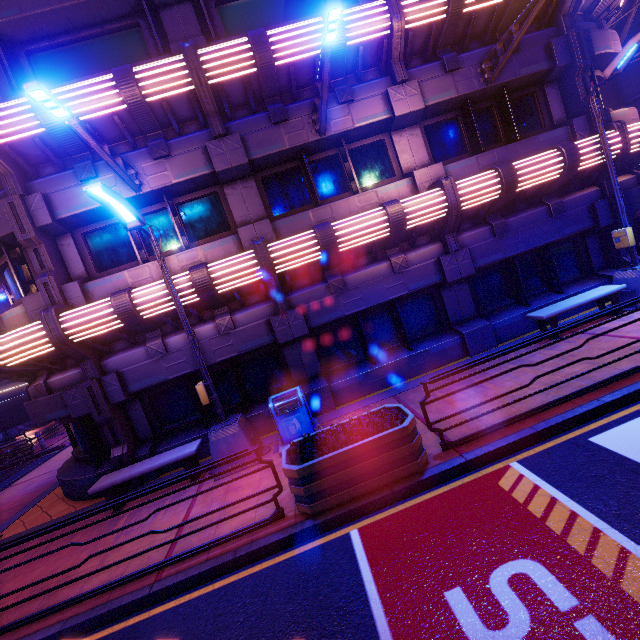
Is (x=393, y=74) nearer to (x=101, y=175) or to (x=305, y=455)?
(x=101, y=175)

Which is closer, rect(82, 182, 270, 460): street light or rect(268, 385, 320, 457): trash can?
rect(82, 182, 270, 460): street light

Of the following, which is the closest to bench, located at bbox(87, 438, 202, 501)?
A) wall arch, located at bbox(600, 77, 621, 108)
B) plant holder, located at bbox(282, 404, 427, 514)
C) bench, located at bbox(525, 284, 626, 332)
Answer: plant holder, located at bbox(282, 404, 427, 514)

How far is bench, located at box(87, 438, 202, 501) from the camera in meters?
7.2

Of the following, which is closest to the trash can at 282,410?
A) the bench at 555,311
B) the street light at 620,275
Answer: the bench at 555,311

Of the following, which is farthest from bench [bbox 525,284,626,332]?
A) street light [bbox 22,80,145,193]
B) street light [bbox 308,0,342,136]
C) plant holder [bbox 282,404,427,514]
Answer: street light [bbox 22,80,145,193]

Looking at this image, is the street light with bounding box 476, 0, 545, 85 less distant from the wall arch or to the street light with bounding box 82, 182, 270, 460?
the street light with bounding box 82, 182, 270, 460

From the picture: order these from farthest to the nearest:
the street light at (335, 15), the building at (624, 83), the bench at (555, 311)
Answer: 1. the building at (624, 83)
2. the bench at (555, 311)
3. the street light at (335, 15)
